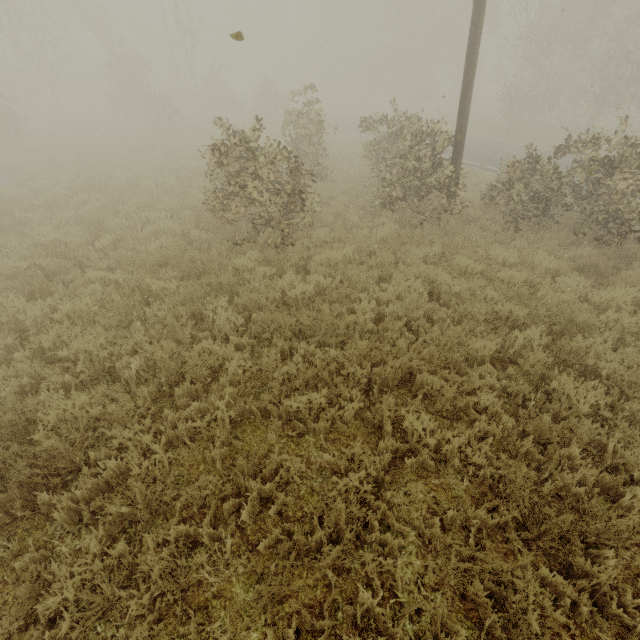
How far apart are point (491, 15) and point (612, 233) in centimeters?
3251cm
